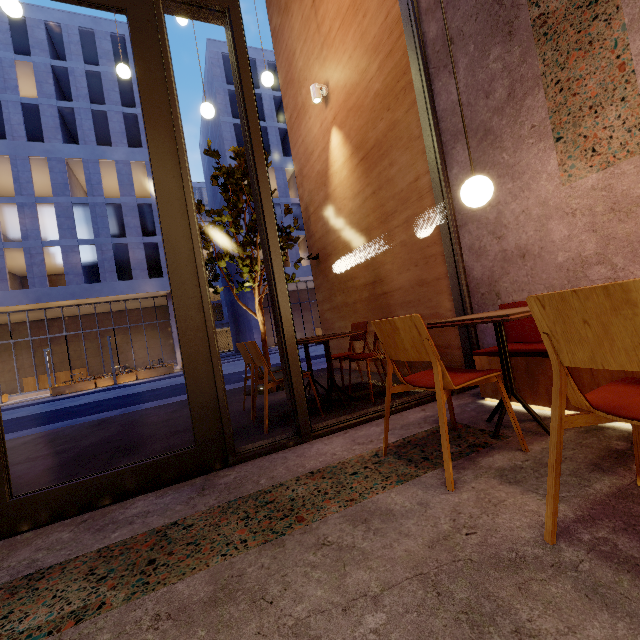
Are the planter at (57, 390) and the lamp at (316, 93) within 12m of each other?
no

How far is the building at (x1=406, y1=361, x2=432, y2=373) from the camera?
4.05m

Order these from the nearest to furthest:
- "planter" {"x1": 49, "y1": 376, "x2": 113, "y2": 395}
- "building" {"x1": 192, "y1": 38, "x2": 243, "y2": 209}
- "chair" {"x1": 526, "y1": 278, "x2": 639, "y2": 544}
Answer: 1. "chair" {"x1": 526, "y1": 278, "x2": 639, "y2": 544}
2. "planter" {"x1": 49, "y1": 376, "x2": 113, "y2": 395}
3. "building" {"x1": 192, "y1": 38, "x2": 243, "y2": 209}

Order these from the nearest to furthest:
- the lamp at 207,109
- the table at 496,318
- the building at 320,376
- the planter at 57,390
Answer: the table at 496,318, the lamp at 207,109, the building at 320,376, the planter at 57,390

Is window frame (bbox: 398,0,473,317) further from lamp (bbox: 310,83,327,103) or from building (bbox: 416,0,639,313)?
lamp (bbox: 310,83,327,103)

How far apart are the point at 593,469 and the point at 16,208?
31.17m

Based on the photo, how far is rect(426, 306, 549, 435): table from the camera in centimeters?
175cm

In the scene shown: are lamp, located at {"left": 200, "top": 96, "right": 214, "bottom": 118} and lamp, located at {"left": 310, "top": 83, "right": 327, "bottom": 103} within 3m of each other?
yes
